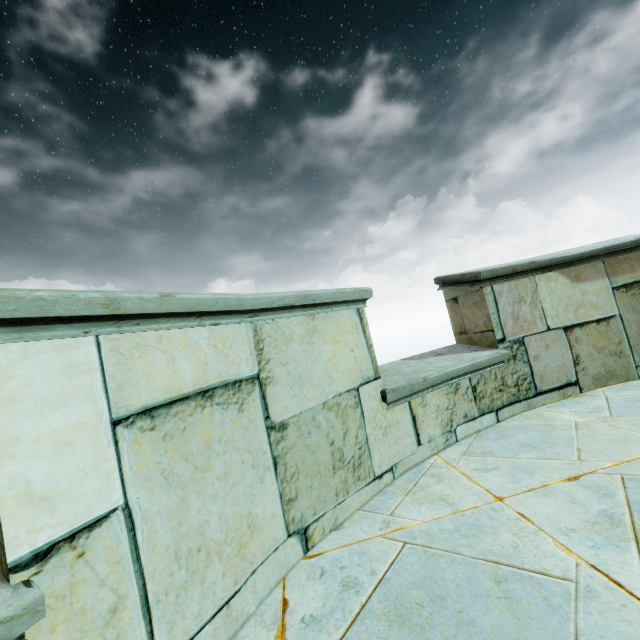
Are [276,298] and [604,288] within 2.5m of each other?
no
